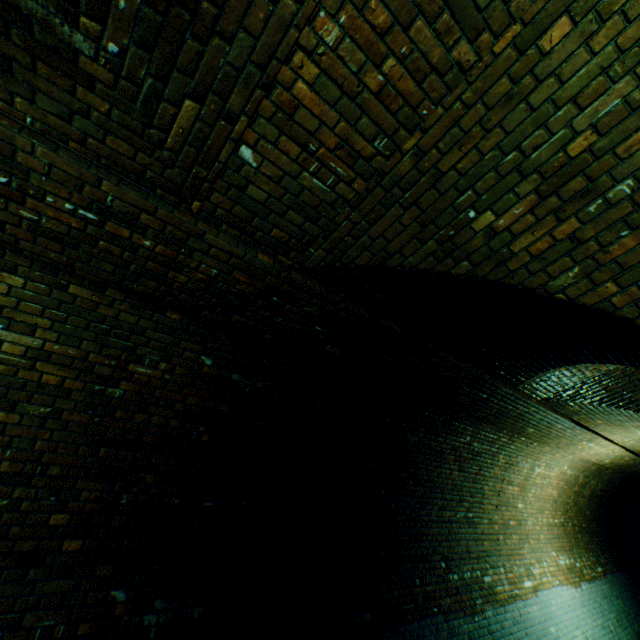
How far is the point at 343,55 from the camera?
1.6 meters

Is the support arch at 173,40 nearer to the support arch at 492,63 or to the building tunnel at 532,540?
the building tunnel at 532,540

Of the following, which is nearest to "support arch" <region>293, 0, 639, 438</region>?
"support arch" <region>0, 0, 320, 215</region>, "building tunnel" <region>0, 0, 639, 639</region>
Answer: "building tunnel" <region>0, 0, 639, 639</region>

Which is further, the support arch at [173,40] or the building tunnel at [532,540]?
the building tunnel at [532,540]

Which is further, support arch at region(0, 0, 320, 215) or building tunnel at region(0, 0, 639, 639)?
building tunnel at region(0, 0, 639, 639)

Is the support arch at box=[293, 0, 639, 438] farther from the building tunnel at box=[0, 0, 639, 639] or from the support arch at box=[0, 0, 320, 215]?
the support arch at box=[0, 0, 320, 215]
